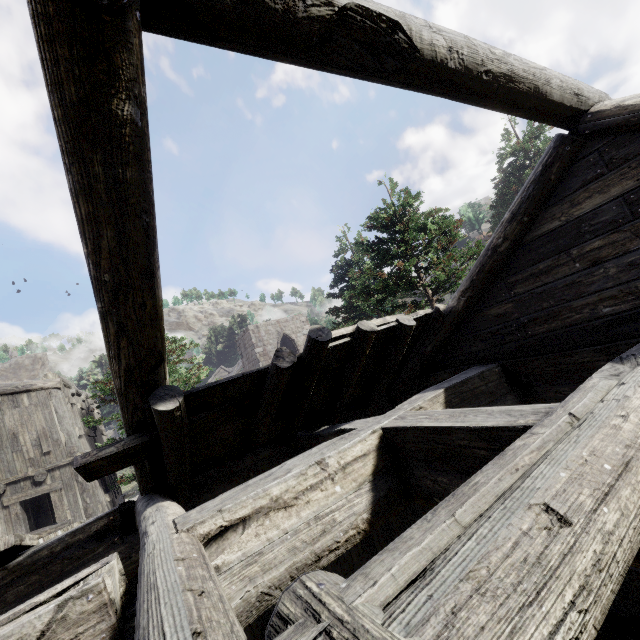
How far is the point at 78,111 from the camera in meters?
1.7 m
